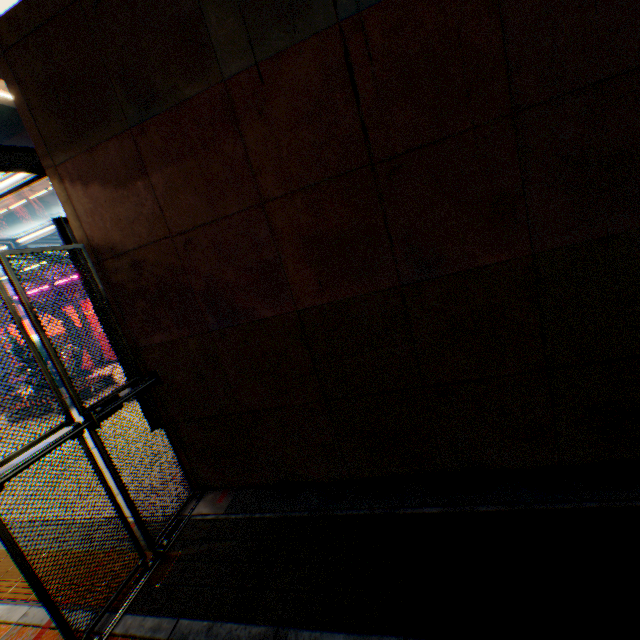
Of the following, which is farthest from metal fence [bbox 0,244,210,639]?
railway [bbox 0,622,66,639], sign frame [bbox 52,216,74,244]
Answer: sign frame [bbox 52,216,74,244]

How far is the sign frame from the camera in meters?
5.7 m

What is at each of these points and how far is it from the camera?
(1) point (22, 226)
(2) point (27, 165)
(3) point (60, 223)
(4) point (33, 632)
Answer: (1) building, 45.7 meters
(2) canopy, 5.9 meters
(3) sign frame, 5.7 meters
(4) railway, 4.4 meters

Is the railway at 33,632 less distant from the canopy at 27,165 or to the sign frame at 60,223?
the sign frame at 60,223

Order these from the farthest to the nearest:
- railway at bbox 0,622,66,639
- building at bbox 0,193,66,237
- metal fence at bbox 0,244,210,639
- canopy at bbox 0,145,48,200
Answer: building at bbox 0,193,66,237
canopy at bbox 0,145,48,200
railway at bbox 0,622,66,639
metal fence at bbox 0,244,210,639

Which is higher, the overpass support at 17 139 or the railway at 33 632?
the overpass support at 17 139

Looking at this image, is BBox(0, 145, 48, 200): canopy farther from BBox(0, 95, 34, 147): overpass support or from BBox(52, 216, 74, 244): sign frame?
BBox(0, 95, 34, 147): overpass support

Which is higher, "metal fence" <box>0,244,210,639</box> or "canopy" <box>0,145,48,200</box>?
"canopy" <box>0,145,48,200</box>
